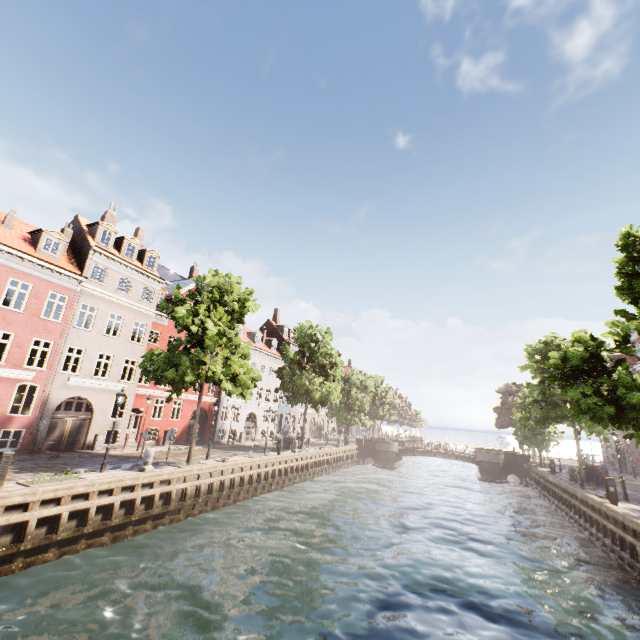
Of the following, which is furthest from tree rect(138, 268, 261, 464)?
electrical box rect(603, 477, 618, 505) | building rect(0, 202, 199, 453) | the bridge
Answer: electrical box rect(603, 477, 618, 505)

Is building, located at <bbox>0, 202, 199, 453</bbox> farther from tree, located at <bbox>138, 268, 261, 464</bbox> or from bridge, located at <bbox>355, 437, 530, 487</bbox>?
bridge, located at <bbox>355, 437, 530, 487</bbox>

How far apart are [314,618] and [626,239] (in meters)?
17.17

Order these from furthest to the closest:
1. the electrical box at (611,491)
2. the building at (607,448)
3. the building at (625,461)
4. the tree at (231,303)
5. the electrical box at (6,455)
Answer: the building at (607,448) < the building at (625,461) < the tree at (231,303) < the electrical box at (611,491) < the electrical box at (6,455)

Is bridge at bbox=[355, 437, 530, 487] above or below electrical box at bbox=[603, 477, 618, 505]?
below

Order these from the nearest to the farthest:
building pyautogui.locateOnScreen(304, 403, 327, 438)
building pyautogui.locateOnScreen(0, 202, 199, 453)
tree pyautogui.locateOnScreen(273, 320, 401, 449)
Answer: building pyautogui.locateOnScreen(0, 202, 199, 453) < tree pyautogui.locateOnScreen(273, 320, 401, 449) < building pyautogui.locateOnScreen(304, 403, 327, 438)

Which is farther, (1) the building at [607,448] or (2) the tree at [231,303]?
(1) the building at [607,448]
